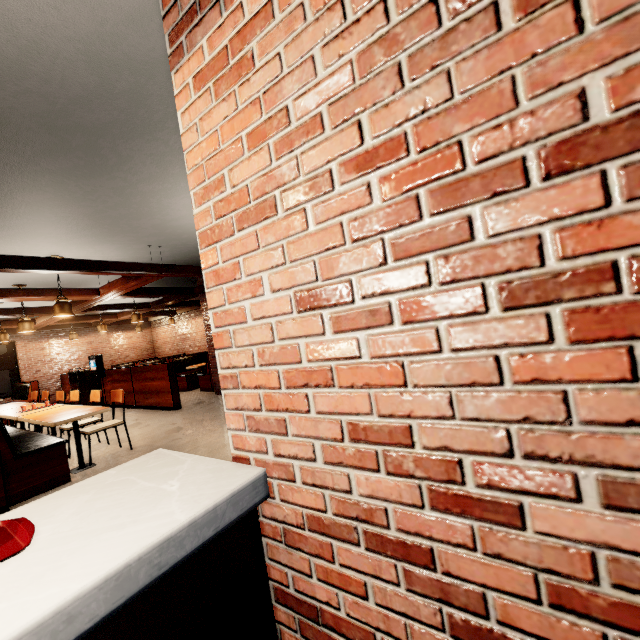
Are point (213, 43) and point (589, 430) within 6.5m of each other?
yes

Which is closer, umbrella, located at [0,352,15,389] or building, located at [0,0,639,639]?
building, located at [0,0,639,639]

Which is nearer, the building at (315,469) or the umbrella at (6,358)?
the building at (315,469)
